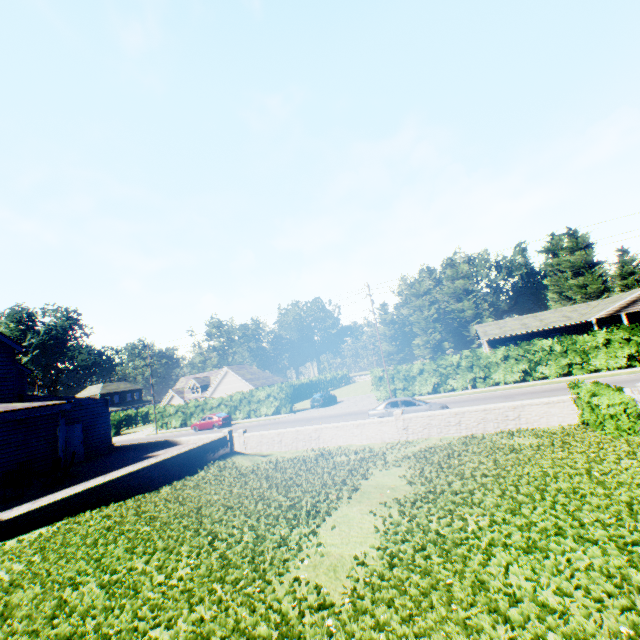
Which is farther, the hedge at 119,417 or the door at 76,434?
the hedge at 119,417

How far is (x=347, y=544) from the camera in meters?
5.4 m

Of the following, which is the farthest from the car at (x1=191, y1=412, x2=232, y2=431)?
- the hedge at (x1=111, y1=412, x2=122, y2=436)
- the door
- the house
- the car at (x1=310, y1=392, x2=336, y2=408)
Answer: the house

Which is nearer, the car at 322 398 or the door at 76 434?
the door at 76 434

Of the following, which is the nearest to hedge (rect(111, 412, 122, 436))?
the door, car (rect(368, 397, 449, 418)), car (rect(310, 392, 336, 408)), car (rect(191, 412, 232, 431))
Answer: car (rect(191, 412, 232, 431))

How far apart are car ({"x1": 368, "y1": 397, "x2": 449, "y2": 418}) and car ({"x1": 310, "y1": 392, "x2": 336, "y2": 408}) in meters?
16.7

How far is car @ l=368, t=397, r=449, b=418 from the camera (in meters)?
19.02

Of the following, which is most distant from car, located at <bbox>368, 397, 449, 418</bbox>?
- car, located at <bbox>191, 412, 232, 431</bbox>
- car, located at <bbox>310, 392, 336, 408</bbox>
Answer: car, located at <bbox>191, 412, 232, 431</bbox>
